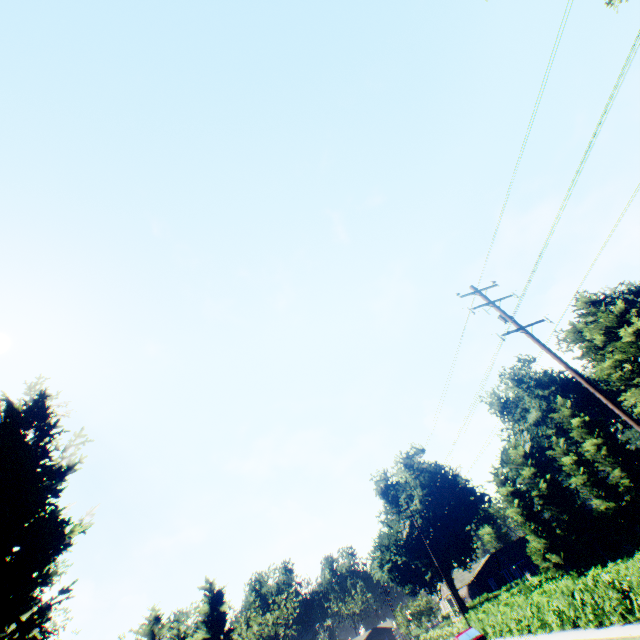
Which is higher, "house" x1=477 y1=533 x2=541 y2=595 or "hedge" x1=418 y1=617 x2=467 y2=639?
→ "house" x1=477 y1=533 x2=541 y2=595

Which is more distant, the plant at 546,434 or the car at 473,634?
the plant at 546,434

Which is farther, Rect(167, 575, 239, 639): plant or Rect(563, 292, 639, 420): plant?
Rect(563, 292, 639, 420): plant

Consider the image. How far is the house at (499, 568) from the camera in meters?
42.5

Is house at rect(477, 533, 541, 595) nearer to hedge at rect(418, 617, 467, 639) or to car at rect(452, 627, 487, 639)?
hedge at rect(418, 617, 467, 639)

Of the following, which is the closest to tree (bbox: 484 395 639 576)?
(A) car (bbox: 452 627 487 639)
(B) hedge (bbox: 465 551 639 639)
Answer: (B) hedge (bbox: 465 551 639 639)

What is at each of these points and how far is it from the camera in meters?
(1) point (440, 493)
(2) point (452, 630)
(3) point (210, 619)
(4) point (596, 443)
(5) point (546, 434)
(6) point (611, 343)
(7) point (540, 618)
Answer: (1) plant, 55.2
(2) hedge, 37.6
(3) plant, 38.0
(4) tree, 40.8
(5) plant, 51.3
(6) plant, 42.3
(7) hedge, 19.1

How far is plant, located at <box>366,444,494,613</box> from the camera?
46.9 meters
